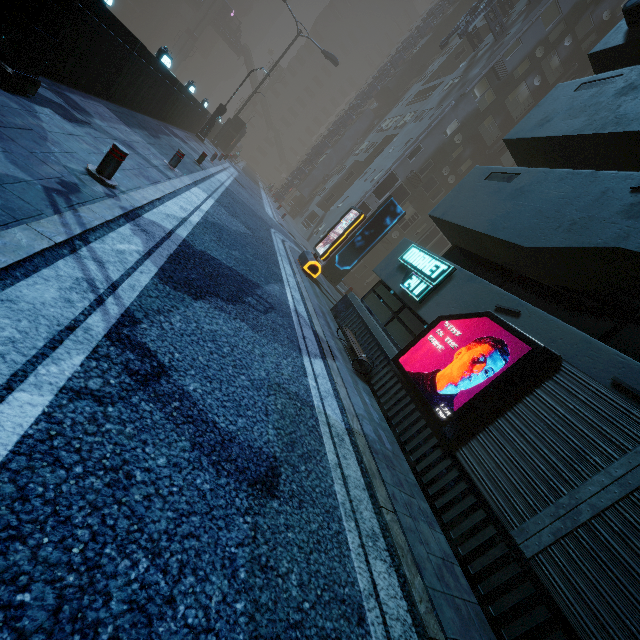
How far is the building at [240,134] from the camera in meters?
34.1

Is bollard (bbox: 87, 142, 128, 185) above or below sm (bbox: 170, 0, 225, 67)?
below

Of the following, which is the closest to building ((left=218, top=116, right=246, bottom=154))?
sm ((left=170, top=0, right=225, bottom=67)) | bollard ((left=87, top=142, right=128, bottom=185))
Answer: bollard ((left=87, top=142, right=128, bottom=185))

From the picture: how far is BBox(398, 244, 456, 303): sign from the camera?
7.9m

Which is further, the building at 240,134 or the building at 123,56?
the building at 240,134

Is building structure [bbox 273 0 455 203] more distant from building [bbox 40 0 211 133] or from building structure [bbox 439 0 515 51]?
building structure [bbox 439 0 515 51]

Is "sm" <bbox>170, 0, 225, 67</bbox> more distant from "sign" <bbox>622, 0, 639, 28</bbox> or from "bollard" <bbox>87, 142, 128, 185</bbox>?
"bollard" <bbox>87, 142, 128, 185</bbox>

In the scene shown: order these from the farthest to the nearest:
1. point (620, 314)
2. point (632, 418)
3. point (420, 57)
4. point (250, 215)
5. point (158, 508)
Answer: point (420, 57), point (250, 215), point (620, 314), point (632, 418), point (158, 508)
